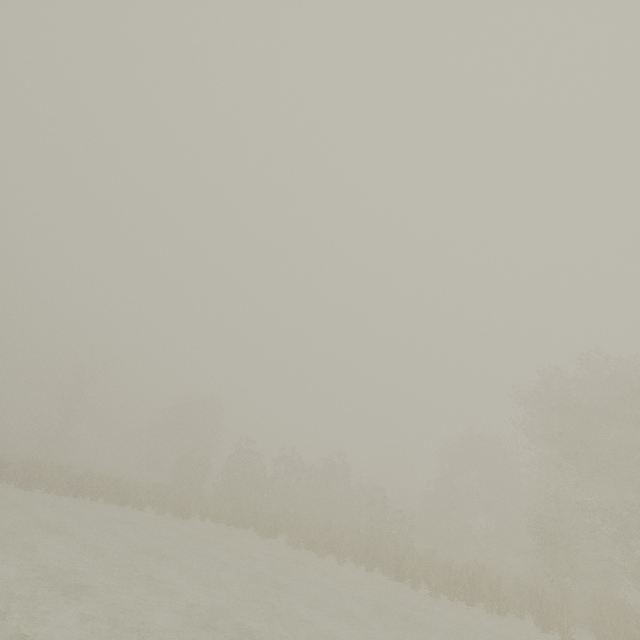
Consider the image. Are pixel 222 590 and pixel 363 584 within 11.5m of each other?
yes
